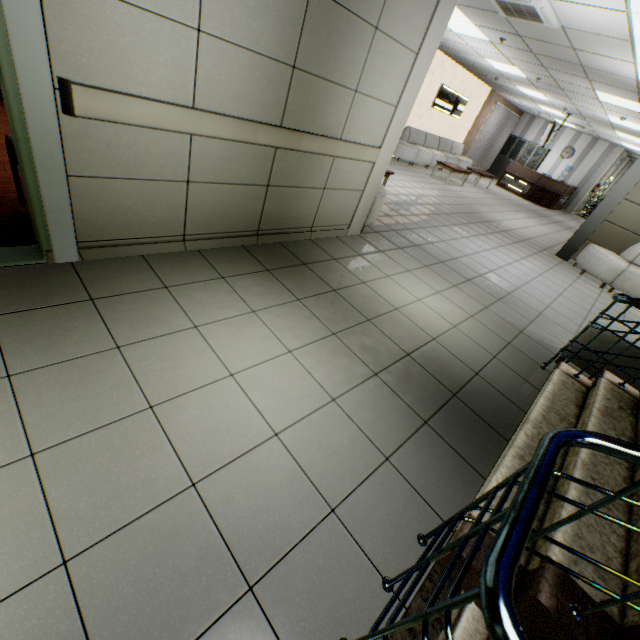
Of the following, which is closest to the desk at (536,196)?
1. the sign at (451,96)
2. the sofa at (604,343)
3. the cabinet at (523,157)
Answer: the cabinet at (523,157)

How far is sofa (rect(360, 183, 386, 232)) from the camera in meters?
4.5

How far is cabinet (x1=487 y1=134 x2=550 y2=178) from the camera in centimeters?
1680cm

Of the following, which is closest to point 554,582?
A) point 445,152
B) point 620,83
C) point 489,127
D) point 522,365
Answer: point 522,365

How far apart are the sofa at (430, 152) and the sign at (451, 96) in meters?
0.8

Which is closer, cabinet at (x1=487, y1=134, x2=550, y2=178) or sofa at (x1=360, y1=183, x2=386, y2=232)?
sofa at (x1=360, y1=183, x2=386, y2=232)

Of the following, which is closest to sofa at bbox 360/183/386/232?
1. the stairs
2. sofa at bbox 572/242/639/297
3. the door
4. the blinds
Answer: the stairs

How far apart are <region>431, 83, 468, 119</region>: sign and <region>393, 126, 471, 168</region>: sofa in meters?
0.8 m
